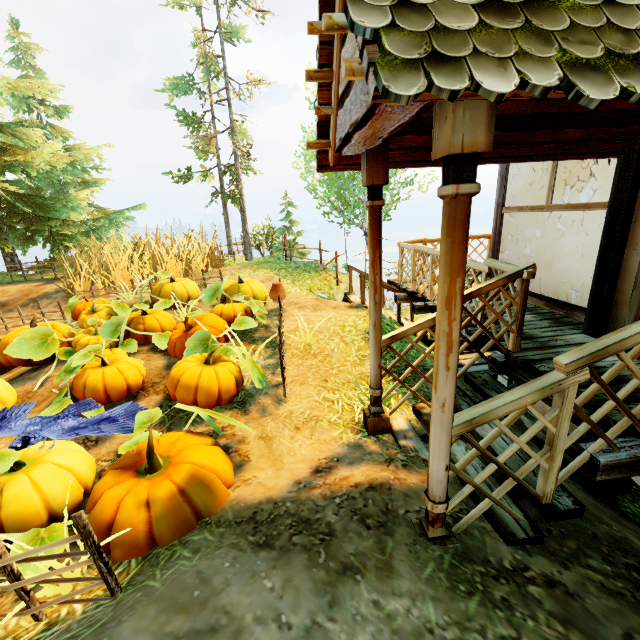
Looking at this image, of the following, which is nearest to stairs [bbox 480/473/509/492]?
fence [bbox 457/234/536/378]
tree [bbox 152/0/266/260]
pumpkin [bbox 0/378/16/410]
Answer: fence [bbox 457/234/536/378]

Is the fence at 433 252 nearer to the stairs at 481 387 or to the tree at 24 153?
the stairs at 481 387

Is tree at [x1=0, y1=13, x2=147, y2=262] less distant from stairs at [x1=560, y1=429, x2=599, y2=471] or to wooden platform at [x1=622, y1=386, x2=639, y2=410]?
wooden platform at [x1=622, y1=386, x2=639, y2=410]

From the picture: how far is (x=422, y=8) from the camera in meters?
1.4

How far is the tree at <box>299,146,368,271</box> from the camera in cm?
1477

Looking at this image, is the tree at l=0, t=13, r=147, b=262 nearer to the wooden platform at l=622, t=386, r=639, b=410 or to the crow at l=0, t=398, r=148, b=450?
the wooden platform at l=622, t=386, r=639, b=410

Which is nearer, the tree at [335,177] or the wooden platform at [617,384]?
the wooden platform at [617,384]

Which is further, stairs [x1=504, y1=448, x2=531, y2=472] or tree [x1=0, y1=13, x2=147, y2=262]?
tree [x1=0, y1=13, x2=147, y2=262]
